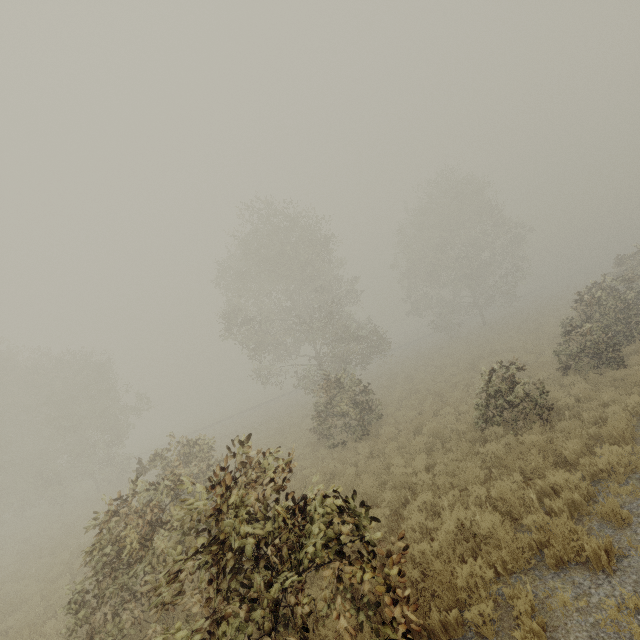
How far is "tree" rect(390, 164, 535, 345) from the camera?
33.66m

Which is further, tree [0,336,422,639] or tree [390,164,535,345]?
tree [390,164,535,345]

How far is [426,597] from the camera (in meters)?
5.21

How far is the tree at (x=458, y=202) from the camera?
33.7 meters

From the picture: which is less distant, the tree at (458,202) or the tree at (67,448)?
the tree at (67,448)
